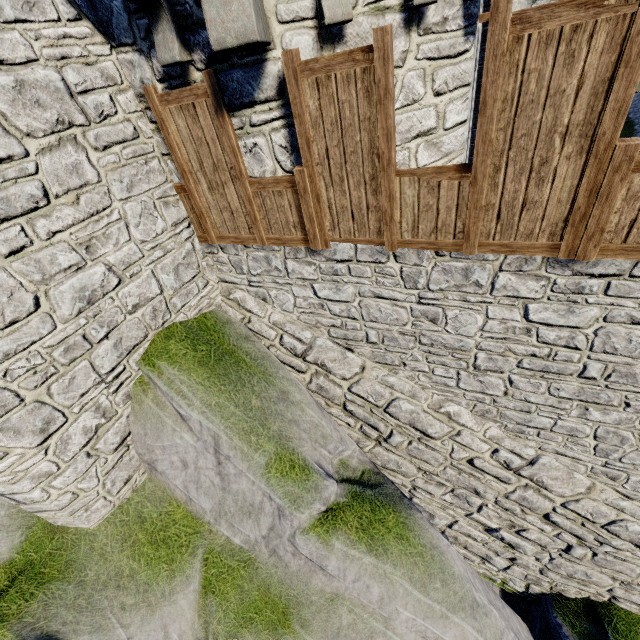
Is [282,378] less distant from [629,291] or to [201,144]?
[201,144]
